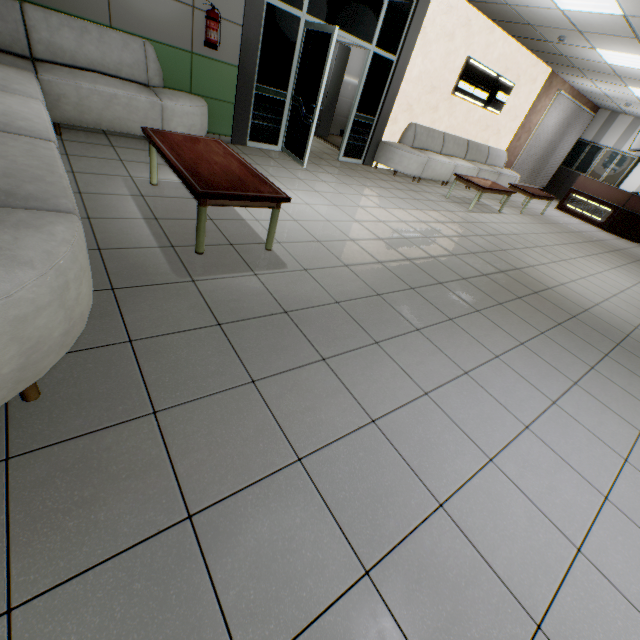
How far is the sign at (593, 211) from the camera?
10.23m

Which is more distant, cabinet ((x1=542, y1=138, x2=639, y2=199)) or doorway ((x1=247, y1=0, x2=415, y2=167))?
cabinet ((x1=542, y1=138, x2=639, y2=199))

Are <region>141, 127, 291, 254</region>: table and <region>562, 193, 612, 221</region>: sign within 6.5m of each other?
no

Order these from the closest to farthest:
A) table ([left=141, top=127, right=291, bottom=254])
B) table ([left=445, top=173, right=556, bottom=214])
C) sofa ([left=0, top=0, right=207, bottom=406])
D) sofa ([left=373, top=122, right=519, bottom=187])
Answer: sofa ([left=0, top=0, right=207, bottom=406]) < table ([left=141, top=127, right=291, bottom=254]) < table ([left=445, top=173, right=556, bottom=214]) < sofa ([left=373, top=122, right=519, bottom=187])

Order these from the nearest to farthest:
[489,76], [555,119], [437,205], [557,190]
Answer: [437,205] < [489,76] < [555,119] < [557,190]

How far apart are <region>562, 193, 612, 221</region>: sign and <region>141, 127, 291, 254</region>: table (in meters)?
12.15

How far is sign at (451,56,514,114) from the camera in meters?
7.6

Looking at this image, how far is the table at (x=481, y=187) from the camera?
6.8 meters
